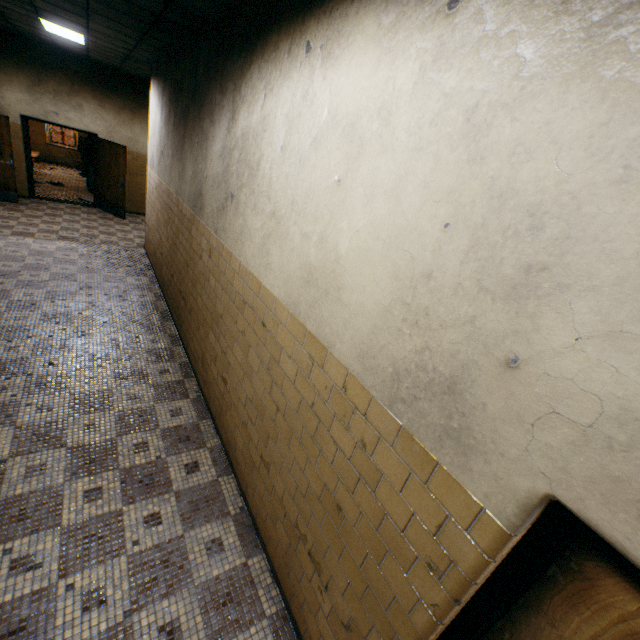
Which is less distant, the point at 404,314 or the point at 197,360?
the point at 404,314

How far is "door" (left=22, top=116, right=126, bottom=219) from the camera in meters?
9.2

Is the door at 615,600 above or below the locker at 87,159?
above

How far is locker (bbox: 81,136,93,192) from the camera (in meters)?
11.60

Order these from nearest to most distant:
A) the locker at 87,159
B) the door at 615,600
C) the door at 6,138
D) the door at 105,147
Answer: the door at 615,600
the door at 6,138
the door at 105,147
the locker at 87,159

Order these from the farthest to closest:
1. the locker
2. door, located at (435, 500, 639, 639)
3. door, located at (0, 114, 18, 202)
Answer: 1. the locker
2. door, located at (0, 114, 18, 202)
3. door, located at (435, 500, 639, 639)

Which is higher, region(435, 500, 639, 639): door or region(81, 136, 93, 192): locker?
region(435, 500, 639, 639): door

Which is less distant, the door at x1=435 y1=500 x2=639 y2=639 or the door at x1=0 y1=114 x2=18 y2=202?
the door at x1=435 y1=500 x2=639 y2=639
